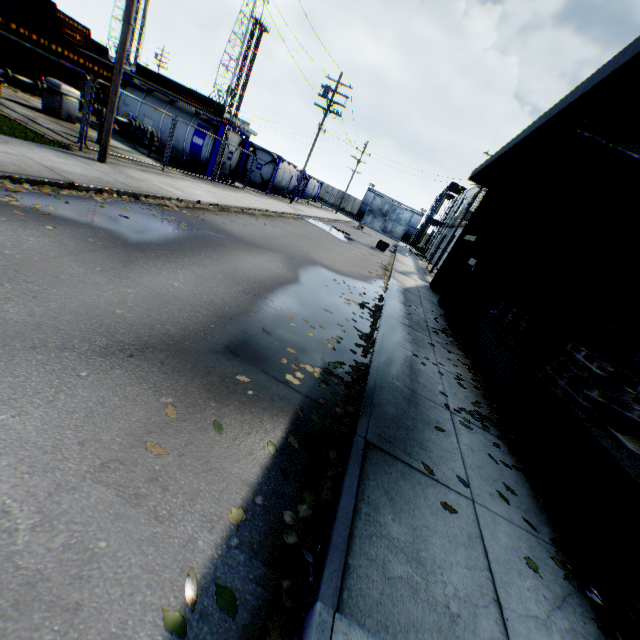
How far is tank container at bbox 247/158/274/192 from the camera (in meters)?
25.69

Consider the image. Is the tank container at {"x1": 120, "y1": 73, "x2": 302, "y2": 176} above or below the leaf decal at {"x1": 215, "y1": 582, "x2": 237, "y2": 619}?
above

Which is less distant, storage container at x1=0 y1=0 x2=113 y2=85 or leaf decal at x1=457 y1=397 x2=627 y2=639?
leaf decal at x1=457 y1=397 x2=627 y2=639

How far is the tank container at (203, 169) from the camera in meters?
17.0 m

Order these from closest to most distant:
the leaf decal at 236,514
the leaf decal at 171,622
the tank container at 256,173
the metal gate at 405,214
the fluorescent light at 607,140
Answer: the leaf decal at 171,622
the leaf decal at 236,514
the fluorescent light at 607,140
the tank container at 256,173
the metal gate at 405,214

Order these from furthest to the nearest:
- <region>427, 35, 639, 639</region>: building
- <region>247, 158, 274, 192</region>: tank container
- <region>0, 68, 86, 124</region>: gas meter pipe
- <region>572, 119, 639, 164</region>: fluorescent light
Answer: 1. <region>247, 158, 274, 192</region>: tank container
2. <region>0, 68, 86, 124</region>: gas meter pipe
3. <region>572, 119, 639, 164</region>: fluorescent light
4. <region>427, 35, 639, 639</region>: building

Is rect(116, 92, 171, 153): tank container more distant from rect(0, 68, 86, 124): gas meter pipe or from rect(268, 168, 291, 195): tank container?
rect(268, 168, 291, 195): tank container

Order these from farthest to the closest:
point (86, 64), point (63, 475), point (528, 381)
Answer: point (86, 64), point (528, 381), point (63, 475)
